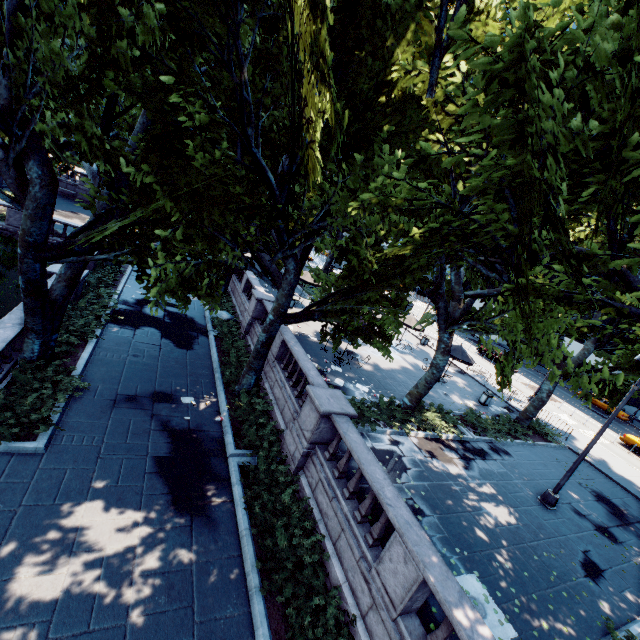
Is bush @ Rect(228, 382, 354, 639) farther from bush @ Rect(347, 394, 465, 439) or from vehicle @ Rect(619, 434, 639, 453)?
vehicle @ Rect(619, 434, 639, 453)

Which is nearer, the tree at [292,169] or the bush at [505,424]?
the tree at [292,169]

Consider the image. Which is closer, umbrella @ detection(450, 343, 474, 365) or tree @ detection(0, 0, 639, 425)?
tree @ detection(0, 0, 639, 425)

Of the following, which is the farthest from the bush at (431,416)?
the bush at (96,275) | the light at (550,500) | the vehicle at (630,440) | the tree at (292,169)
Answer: the vehicle at (630,440)

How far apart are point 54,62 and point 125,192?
2.7 meters

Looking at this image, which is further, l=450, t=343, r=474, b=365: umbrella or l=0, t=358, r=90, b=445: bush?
l=450, t=343, r=474, b=365: umbrella

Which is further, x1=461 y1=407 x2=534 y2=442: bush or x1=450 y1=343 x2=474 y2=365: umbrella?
x1=450 y1=343 x2=474 y2=365: umbrella

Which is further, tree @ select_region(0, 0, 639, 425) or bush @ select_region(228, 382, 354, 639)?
bush @ select_region(228, 382, 354, 639)
